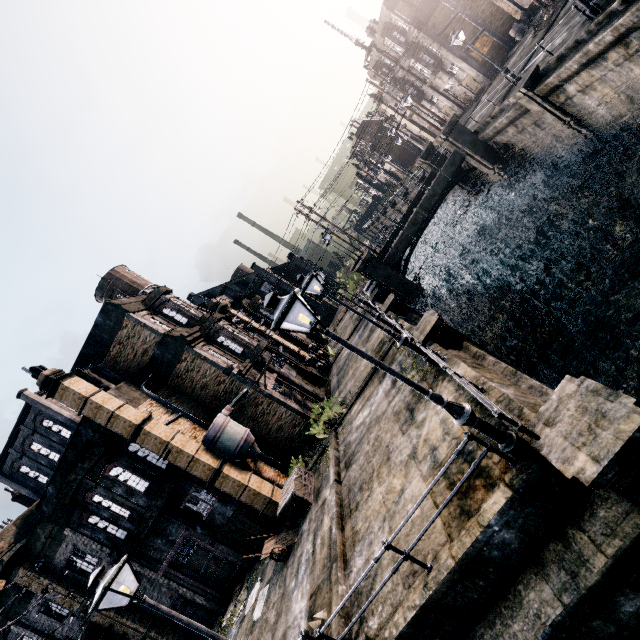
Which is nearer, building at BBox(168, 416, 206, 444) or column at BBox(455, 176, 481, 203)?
building at BBox(168, 416, 206, 444)

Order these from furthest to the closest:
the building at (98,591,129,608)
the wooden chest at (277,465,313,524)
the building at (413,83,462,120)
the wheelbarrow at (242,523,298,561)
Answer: the building at (413,83,462,120)
the building at (98,591,129,608)
the wooden chest at (277,465,313,524)
the wheelbarrow at (242,523,298,561)

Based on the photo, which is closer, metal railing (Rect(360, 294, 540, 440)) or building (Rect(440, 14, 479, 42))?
metal railing (Rect(360, 294, 540, 440))

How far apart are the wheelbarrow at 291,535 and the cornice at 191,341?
11.7 meters

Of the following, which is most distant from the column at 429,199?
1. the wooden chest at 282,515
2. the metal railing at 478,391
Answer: the metal railing at 478,391

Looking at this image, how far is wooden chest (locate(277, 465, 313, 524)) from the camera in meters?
15.1 m

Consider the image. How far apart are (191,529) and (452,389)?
16.61m

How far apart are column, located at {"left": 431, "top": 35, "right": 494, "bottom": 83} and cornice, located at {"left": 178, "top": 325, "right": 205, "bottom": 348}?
37.5 meters
